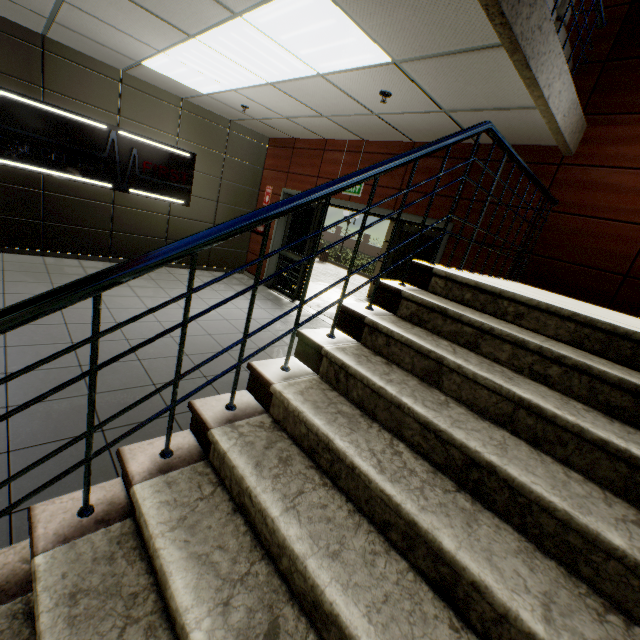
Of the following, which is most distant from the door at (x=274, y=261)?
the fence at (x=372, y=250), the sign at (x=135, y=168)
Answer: the fence at (x=372, y=250)

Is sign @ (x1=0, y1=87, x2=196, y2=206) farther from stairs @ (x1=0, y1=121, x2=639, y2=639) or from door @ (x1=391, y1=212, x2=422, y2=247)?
stairs @ (x1=0, y1=121, x2=639, y2=639)

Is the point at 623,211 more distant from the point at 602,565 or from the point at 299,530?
the point at 299,530

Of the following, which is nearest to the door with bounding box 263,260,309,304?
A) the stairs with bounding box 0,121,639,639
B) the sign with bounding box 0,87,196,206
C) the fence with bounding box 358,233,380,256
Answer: the stairs with bounding box 0,121,639,639

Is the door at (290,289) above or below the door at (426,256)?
below

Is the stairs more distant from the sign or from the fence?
the fence

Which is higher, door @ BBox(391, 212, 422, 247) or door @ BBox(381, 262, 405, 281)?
door @ BBox(391, 212, 422, 247)
